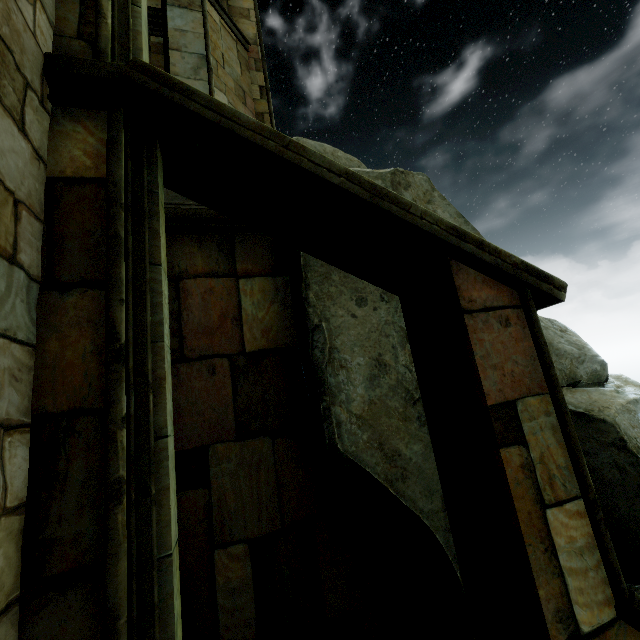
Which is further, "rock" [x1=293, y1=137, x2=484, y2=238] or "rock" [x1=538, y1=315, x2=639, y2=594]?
"rock" [x1=293, y1=137, x2=484, y2=238]

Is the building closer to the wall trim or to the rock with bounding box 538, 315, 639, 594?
the rock with bounding box 538, 315, 639, 594

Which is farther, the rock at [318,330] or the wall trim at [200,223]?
the wall trim at [200,223]

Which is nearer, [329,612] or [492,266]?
[492,266]

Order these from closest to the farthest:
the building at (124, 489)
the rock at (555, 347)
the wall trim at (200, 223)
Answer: the building at (124, 489) → the rock at (555, 347) → the wall trim at (200, 223)

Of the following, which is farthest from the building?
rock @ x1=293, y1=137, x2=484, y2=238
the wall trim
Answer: the wall trim
